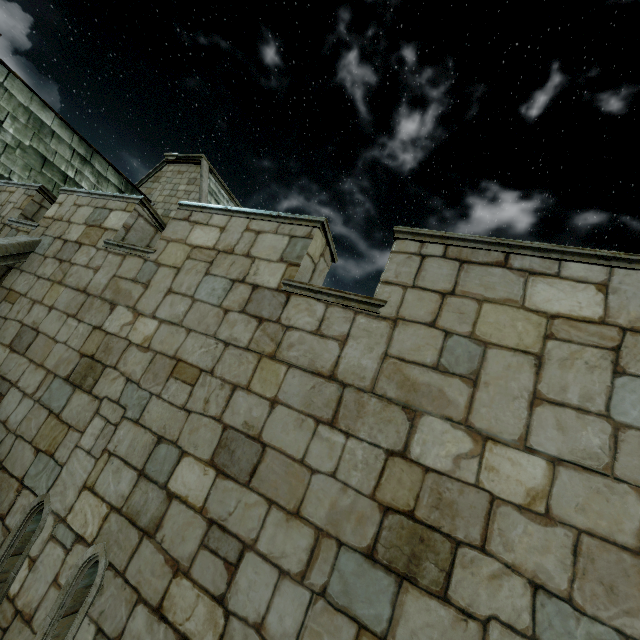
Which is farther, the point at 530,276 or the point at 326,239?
the point at 326,239
